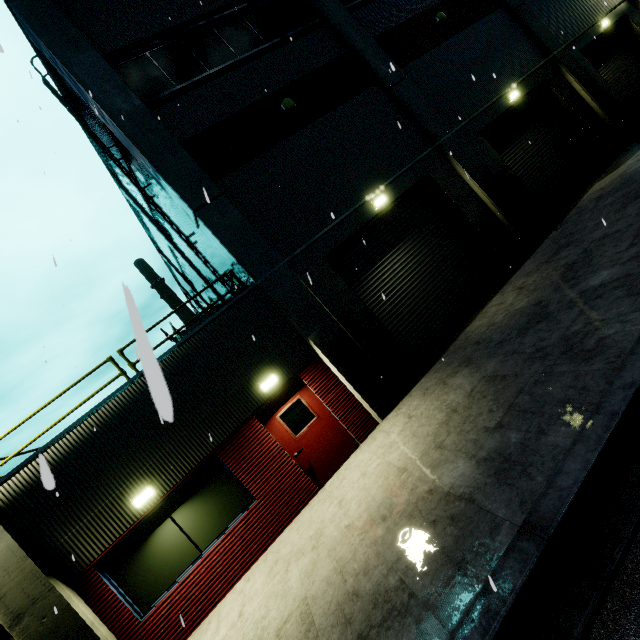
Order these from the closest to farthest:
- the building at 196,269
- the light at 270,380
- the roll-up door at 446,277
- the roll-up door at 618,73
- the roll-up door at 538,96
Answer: the light at 270,380 → the roll-up door at 446,277 → the roll-up door at 538,96 → the building at 196,269 → the roll-up door at 618,73

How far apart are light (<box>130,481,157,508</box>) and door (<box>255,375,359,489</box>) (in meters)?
2.54

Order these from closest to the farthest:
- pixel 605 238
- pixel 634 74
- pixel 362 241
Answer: pixel 605 238 < pixel 362 241 < pixel 634 74

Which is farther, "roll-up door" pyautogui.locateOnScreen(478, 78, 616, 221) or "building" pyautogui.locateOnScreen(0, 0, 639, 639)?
"roll-up door" pyautogui.locateOnScreen(478, 78, 616, 221)

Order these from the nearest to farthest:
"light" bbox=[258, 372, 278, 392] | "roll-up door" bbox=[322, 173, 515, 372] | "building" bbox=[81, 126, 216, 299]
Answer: "light" bbox=[258, 372, 278, 392] → "roll-up door" bbox=[322, 173, 515, 372] → "building" bbox=[81, 126, 216, 299]

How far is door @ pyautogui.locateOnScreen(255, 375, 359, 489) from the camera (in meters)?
8.05

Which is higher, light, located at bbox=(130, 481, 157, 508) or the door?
light, located at bbox=(130, 481, 157, 508)

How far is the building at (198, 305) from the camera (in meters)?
14.90
